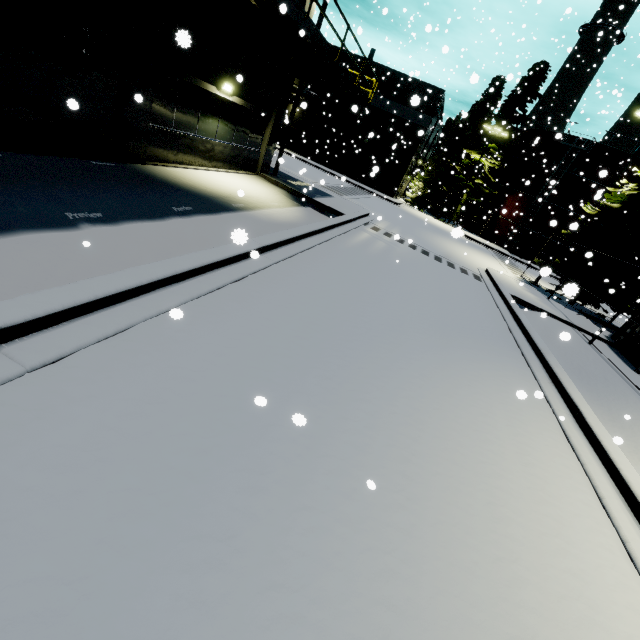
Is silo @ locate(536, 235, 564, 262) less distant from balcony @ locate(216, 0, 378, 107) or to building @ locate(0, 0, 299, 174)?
→ building @ locate(0, 0, 299, 174)

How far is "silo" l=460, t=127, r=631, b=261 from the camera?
31.2 meters

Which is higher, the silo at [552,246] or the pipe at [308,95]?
the pipe at [308,95]

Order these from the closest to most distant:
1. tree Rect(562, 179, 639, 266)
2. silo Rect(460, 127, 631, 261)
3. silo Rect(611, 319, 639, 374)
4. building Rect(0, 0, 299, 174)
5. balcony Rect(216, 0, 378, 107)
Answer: building Rect(0, 0, 299, 174) → balcony Rect(216, 0, 378, 107) → silo Rect(611, 319, 639, 374) → tree Rect(562, 179, 639, 266) → silo Rect(460, 127, 631, 261)

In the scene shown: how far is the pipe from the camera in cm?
3466

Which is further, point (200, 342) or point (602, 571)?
point (200, 342)

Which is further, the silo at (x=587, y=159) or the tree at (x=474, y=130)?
the tree at (x=474, y=130)

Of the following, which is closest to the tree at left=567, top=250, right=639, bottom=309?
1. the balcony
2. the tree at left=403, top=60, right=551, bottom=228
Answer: the tree at left=403, top=60, right=551, bottom=228
